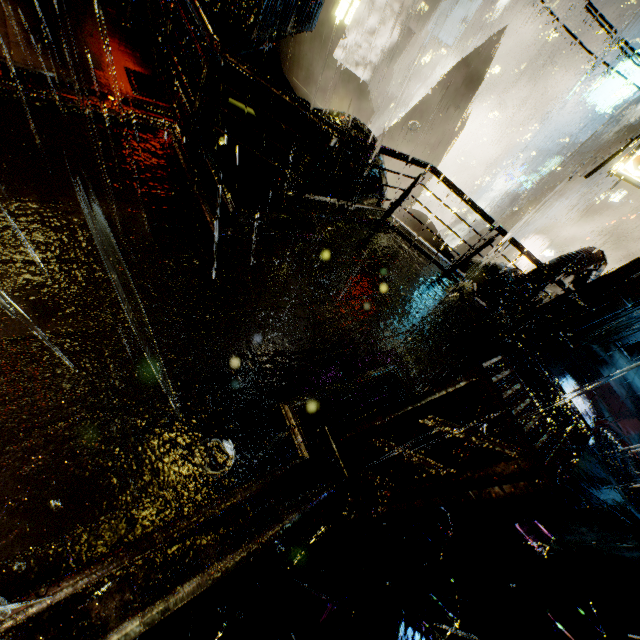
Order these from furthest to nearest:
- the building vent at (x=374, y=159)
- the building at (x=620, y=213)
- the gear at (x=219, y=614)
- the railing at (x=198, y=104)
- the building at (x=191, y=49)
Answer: the building vent at (x=374, y=159)
the building at (x=620, y=213)
the building at (x=191, y=49)
the railing at (x=198, y=104)
the gear at (x=219, y=614)

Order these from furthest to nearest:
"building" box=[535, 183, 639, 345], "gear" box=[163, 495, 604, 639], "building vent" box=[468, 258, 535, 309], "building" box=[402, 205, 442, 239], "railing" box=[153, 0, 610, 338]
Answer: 1. "building" box=[402, 205, 442, 239]
2. "building vent" box=[468, 258, 535, 309]
3. "building" box=[535, 183, 639, 345]
4. "railing" box=[153, 0, 610, 338]
5. "gear" box=[163, 495, 604, 639]

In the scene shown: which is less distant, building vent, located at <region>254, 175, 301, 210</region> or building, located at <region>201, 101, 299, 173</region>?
building, located at <region>201, 101, 299, 173</region>

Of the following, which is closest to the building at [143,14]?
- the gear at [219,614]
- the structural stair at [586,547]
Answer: the structural stair at [586,547]

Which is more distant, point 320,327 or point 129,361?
point 320,327

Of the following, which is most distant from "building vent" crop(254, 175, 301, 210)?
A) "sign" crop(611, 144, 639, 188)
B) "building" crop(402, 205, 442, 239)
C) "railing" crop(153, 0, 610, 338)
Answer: "sign" crop(611, 144, 639, 188)

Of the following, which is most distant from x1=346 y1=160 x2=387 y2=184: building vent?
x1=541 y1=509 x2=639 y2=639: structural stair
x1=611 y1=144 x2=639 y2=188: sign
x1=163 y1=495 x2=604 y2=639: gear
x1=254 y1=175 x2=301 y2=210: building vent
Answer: x1=541 y1=509 x2=639 y2=639: structural stair

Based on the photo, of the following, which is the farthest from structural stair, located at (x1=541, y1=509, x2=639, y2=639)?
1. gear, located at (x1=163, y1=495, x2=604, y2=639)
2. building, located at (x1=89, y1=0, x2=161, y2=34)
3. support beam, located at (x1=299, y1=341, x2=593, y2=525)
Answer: support beam, located at (x1=299, y1=341, x2=593, y2=525)
